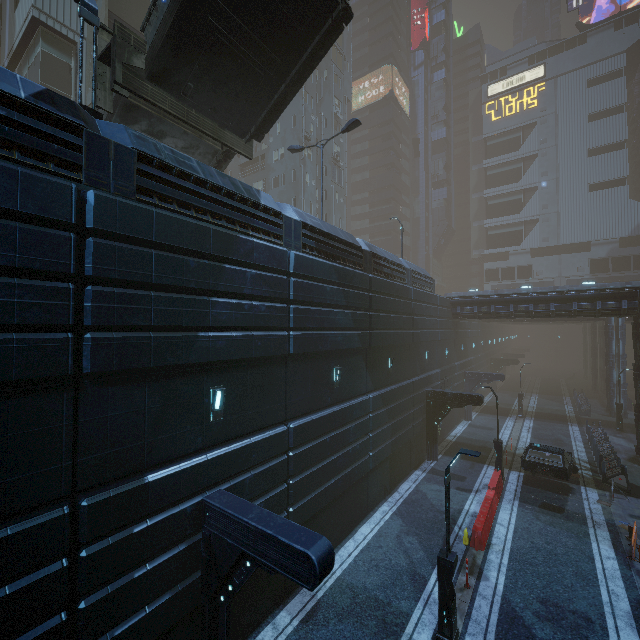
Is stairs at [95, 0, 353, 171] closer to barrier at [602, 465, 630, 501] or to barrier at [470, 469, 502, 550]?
barrier at [470, 469, 502, 550]

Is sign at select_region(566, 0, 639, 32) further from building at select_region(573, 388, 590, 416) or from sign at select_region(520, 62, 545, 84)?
sign at select_region(520, 62, 545, 84)

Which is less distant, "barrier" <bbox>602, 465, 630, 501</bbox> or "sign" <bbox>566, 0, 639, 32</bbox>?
"barrier" <bbox>602, 465, 630, 501</bbox>

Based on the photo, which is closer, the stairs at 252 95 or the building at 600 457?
the stairs at 252 95

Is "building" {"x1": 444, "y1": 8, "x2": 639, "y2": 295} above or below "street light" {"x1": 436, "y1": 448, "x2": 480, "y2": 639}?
above

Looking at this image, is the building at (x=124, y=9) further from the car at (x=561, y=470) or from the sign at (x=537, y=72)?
the car at (x=561, y=470)

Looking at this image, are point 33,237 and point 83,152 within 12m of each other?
yes

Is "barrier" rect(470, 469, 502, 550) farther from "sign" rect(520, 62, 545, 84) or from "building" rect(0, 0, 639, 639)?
"sign" rect(520, 62, 545, 84)
